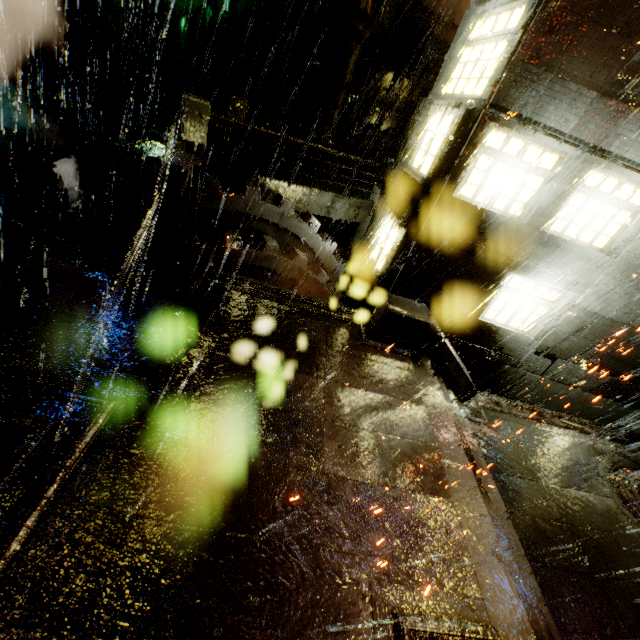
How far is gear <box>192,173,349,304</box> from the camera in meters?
8.8

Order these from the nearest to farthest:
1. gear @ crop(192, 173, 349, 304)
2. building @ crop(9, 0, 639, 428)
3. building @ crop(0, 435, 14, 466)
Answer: building @ crop(0, 435, 14, 466)
building @ crop(9, 0, 639, 428)
gear @ crop(192, 173, 349, 304)

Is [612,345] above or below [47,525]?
above

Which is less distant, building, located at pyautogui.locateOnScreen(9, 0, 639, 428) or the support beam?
the support beam

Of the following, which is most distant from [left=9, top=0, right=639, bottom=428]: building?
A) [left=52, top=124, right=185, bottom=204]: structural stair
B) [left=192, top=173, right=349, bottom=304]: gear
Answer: [left=192, top=173, right=349, bottom=304]: gear

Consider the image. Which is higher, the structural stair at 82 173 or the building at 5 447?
the structural stair at 82 173

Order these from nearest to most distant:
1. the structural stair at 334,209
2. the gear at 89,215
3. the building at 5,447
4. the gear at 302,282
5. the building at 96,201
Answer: the building at 5,447
the gear at 89,215
the gear at 302,282
the structural stair at 334,209
the building at 96,201
